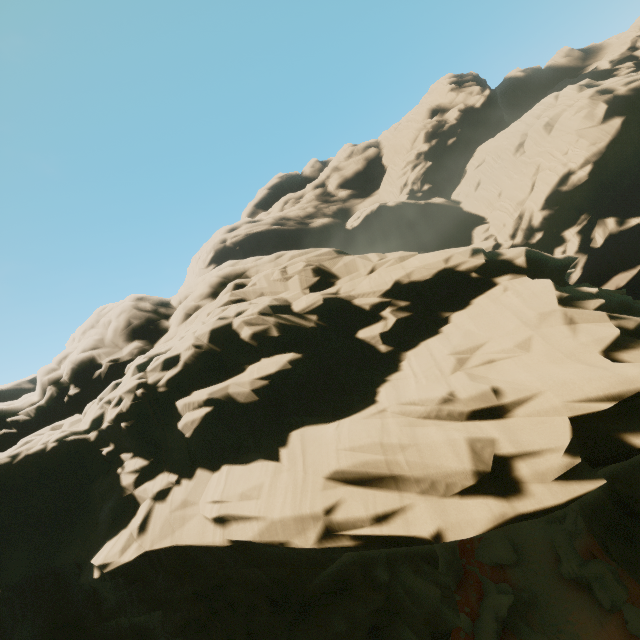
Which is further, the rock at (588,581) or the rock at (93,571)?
the rock at (588,581)

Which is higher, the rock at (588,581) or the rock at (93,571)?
the rock at (93,571)

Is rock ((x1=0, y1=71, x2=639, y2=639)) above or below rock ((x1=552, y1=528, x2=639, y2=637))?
above

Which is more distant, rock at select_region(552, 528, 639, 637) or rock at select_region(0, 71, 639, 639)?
rock at select_region(552, 528, 639, 637)

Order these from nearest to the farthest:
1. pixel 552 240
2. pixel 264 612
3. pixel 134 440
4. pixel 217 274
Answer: pixel 264 612 < pixel 134 440 < pixel 217 274 < pixel 552 240
